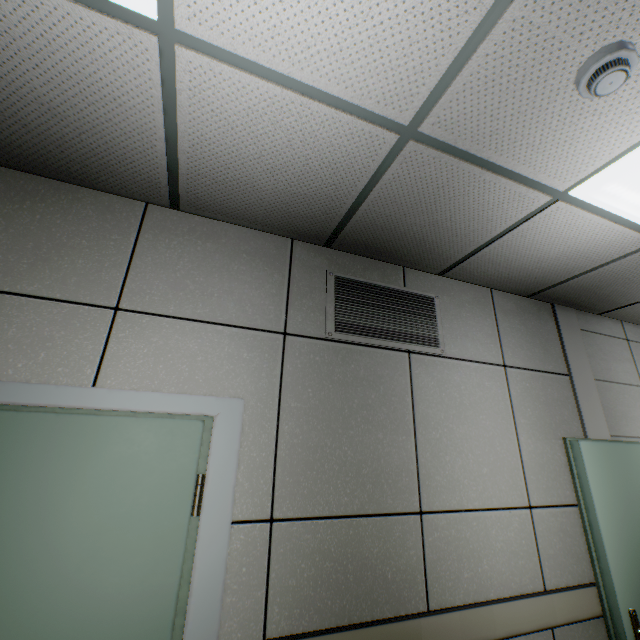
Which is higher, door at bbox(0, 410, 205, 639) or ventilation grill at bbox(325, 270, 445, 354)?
ventilation grill at bbox(325, 270, 445, 354)

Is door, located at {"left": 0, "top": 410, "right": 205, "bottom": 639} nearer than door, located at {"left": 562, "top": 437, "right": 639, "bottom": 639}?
Yes

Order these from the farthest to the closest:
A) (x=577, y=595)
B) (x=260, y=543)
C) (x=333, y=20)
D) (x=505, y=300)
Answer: (x=505, y=300) < (x=577, y=595) < (x=260, y=543) < (x=333, y=20)

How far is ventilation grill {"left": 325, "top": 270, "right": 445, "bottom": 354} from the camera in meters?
2.2 m

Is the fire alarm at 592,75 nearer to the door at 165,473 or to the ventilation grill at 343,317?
the ventilation grill at 343,317

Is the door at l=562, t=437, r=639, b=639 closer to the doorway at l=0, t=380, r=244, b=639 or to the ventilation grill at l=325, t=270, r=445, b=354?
the ventilation grill at l=325, t=270, r=445, b=354

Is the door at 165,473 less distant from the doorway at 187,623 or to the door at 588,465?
the doorway at 187,623

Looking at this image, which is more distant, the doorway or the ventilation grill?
the ventilation grill
